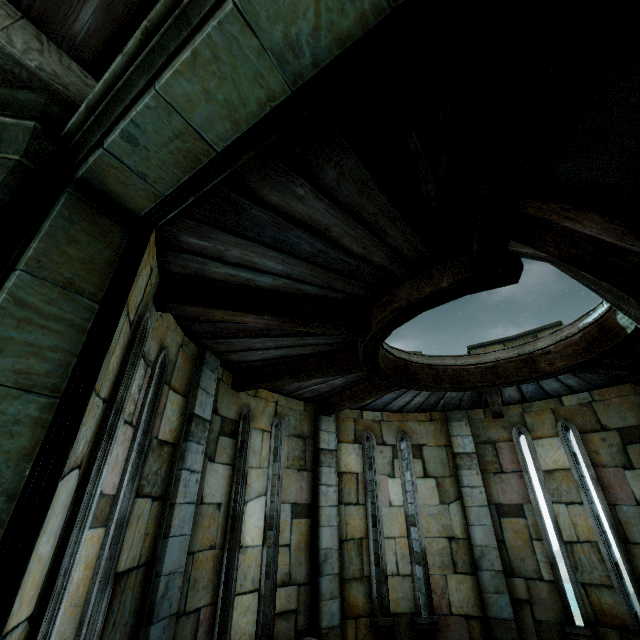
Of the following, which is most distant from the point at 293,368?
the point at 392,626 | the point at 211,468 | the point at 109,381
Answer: the point at 392,626
